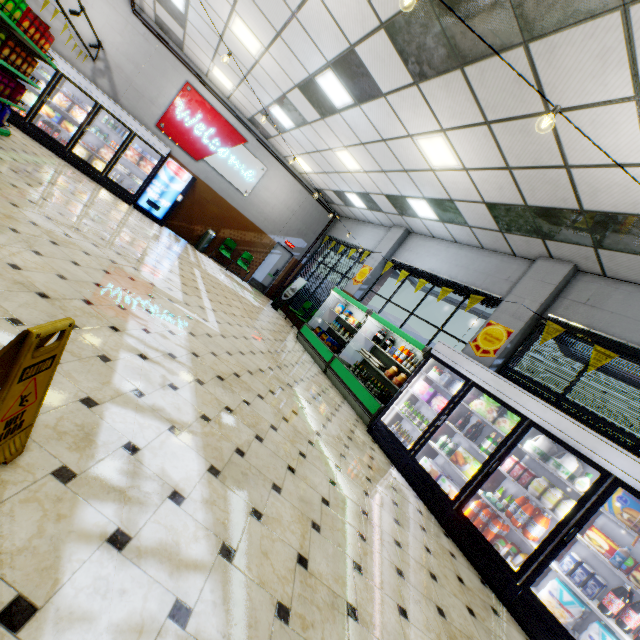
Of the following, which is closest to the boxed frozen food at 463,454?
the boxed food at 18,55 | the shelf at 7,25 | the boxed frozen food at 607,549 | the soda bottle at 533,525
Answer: the soda bottle at 533,525

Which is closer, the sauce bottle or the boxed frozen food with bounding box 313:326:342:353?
the sauce bottle

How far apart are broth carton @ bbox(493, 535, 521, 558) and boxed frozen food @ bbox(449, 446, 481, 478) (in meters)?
0.76

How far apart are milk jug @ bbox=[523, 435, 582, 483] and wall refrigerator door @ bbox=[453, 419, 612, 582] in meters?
0.1 m

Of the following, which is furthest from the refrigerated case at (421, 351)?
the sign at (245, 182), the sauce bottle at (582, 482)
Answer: the sign at (245, 182)

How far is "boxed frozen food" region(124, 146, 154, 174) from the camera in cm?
1030

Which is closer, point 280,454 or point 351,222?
point 280,454

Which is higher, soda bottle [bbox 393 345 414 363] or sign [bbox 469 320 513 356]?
sign [bbox 469 320 513 356]
